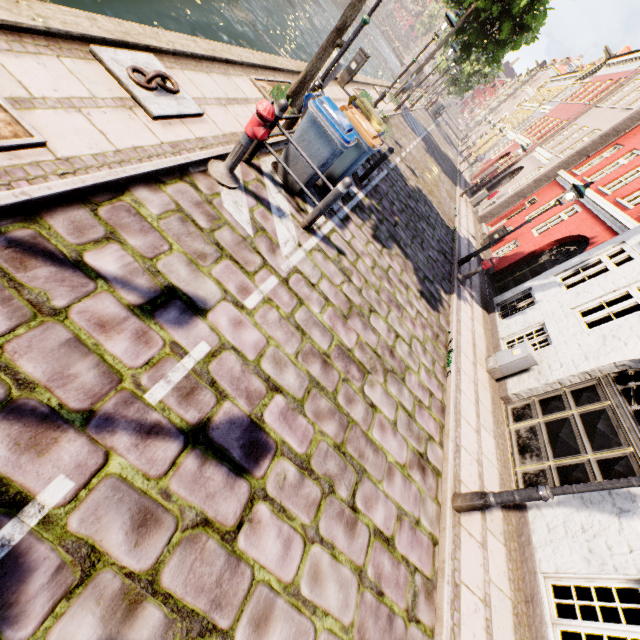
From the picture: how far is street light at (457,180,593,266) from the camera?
8.8m

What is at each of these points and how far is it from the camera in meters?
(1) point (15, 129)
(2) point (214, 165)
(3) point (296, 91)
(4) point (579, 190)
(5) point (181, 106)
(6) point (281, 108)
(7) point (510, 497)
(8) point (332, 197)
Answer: (1) tree planter, 2.8
(2) hydrant, 4.5
(3) tree, 7.2
(4) street light, 8.7
(5) boat ring, 4.5
(6) bollard, 4.6
(7) street light, 4.0
(8) bollard, 5.0

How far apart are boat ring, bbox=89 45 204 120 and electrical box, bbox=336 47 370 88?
9.0 meters

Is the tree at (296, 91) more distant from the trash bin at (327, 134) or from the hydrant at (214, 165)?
the hydrant at (214, 165)

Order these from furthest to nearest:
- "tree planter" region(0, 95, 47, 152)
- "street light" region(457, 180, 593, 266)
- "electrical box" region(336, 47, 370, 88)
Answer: "electrical box" region(336, 47, 370, 88), "street light" region(457, 180, 593, 266), "tree planter" region(0, 95, 47, 152)

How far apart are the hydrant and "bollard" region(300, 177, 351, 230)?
1.16m

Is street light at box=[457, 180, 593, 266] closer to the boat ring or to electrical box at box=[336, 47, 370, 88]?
electrical box at box=[336, 47, 370, 88]

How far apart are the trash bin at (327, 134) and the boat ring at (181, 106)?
1.28m
